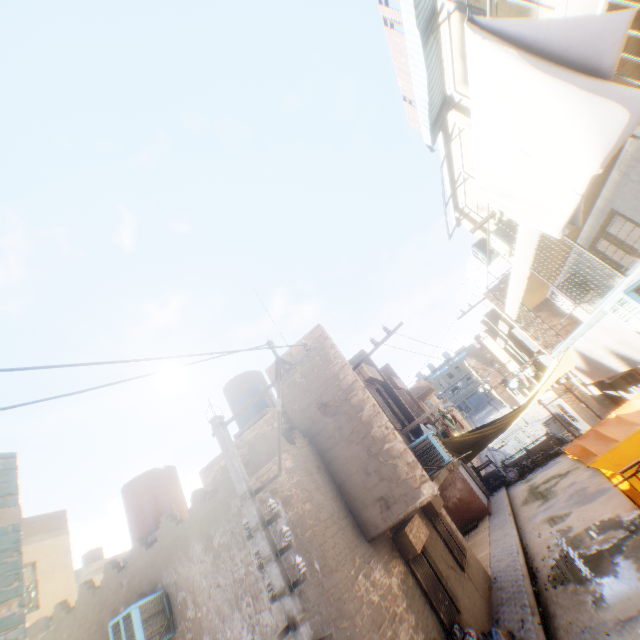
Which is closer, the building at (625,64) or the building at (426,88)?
the building at (625,64)

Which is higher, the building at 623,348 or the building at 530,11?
the building at 530,11

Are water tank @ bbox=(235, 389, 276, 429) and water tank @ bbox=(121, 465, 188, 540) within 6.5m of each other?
yes

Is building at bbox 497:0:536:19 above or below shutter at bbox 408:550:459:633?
above

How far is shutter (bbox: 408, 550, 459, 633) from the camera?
7.2m

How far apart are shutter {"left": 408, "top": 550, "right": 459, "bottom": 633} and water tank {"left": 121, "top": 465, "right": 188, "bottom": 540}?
6.3m

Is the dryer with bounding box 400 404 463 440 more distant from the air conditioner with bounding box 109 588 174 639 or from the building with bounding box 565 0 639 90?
the air conditioner with bounding box 109 588 174 639

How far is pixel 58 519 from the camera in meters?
11.9 m
